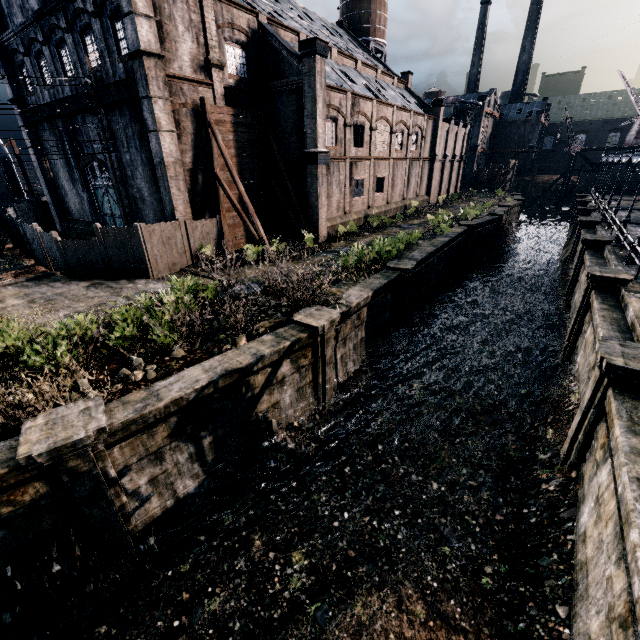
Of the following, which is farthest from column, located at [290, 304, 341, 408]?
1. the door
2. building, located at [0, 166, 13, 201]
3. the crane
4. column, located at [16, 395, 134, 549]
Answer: the crane

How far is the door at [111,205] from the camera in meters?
25.0 m

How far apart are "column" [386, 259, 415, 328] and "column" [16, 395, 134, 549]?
14.6m

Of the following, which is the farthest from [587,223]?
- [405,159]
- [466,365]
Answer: [466,365]

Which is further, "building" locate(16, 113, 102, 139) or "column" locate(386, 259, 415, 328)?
"building" locate(16, 113, 102, 139)

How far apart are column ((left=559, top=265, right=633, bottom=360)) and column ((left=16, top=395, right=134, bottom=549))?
19.56m

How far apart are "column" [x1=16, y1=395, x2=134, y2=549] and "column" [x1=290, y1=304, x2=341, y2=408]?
6.4 meters

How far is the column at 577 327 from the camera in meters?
14.5 m
